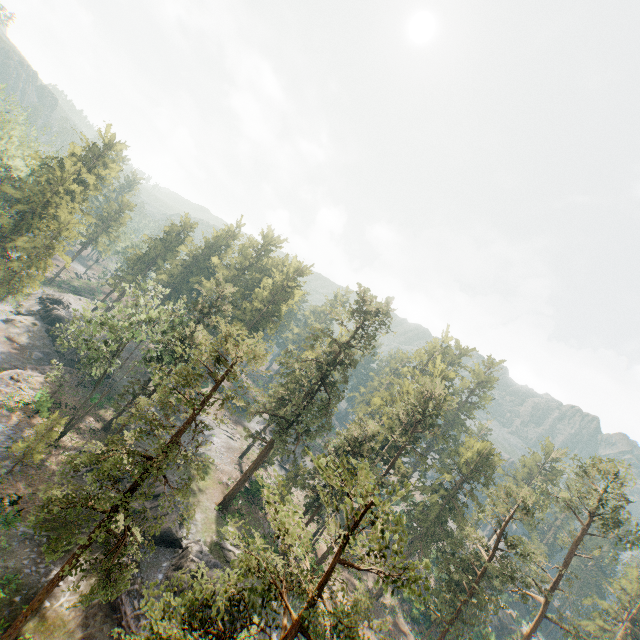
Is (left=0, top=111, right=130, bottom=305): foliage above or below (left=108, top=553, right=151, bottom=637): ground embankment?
above

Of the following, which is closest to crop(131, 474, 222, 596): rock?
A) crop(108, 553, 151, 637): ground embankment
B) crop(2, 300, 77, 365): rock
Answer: crop(108, 553, 151, 637): ground embankment

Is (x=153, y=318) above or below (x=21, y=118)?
below

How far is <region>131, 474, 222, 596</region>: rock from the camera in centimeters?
2753cm

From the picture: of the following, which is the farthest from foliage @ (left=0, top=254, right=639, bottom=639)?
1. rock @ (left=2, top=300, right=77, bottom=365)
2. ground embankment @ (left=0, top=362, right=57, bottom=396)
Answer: rock @ (left=2, top=300, right=77, bottom=365)

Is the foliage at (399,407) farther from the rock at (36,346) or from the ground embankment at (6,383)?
the rock at (36,346)

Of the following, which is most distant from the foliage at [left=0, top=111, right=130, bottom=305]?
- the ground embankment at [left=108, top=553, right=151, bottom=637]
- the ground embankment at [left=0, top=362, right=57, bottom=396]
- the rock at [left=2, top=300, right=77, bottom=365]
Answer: the rock at [left=2, top=300, right=77, bottom=365]

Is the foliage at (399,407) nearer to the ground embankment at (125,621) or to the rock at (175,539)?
the rock at (175,539)
